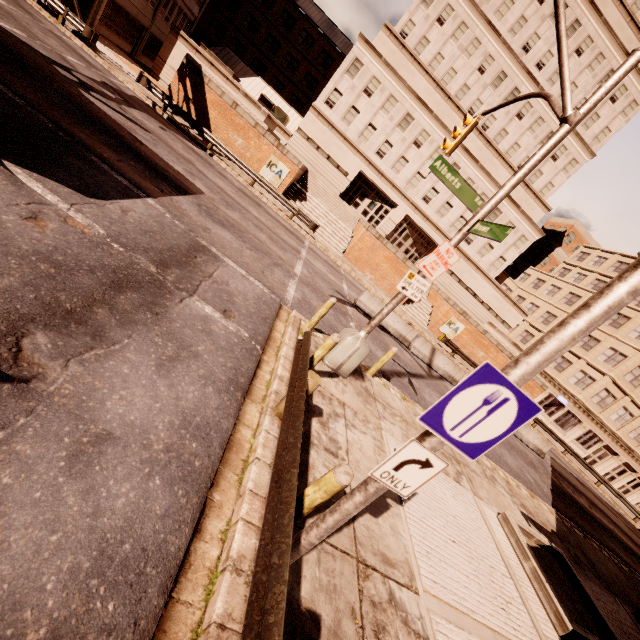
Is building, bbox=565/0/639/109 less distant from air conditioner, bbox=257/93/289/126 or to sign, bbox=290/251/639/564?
air conditioner, bbox=257/93/289/126

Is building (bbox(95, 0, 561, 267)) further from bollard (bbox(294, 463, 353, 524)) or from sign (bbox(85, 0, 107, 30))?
bollard (bbox(294, 463, 353, 524))

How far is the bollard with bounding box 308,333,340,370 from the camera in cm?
691

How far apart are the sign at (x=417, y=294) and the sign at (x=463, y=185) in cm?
87

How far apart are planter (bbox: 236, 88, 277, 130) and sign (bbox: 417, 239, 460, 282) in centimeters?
2266cm

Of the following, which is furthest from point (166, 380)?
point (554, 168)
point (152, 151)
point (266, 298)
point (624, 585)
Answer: point (554, 168)

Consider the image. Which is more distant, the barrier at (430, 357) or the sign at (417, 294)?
the barrier at (430, 357)

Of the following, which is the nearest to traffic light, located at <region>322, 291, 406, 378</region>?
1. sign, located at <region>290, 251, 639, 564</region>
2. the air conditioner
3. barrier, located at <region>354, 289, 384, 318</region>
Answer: sign, located at <region>290, 251, 639, 564</region>
